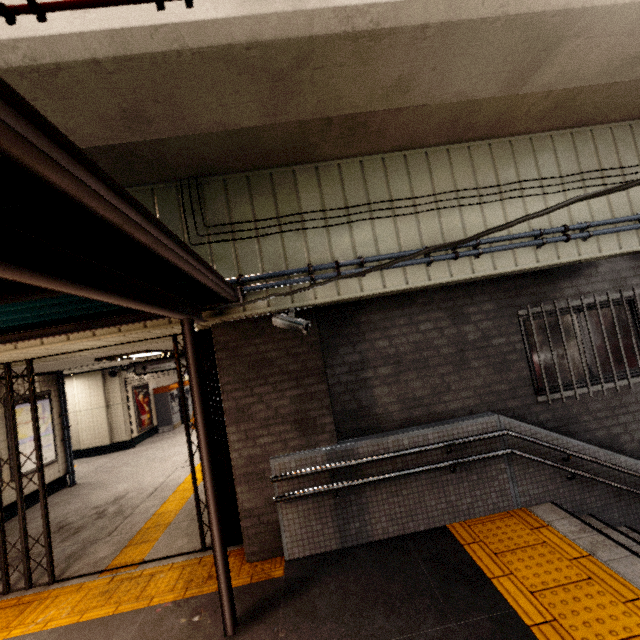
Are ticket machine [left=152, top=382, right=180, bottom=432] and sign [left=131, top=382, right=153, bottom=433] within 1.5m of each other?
yes

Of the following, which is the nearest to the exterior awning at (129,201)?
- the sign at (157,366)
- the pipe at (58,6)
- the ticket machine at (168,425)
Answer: the pipe at (58,6)

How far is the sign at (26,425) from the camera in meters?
7.2 m

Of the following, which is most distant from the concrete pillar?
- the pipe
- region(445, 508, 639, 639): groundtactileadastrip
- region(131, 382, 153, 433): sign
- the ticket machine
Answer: the ticket machine

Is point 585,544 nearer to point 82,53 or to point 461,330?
point 461,330

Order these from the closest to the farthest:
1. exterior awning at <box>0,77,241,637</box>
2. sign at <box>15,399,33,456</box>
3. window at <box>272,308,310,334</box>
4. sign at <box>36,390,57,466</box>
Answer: exterior awning at <box>0,77,241,637</box>, window at <box>272,308,310,334</box>, sign at <box>15,399,33,456</box>, sign at <box>36,390,57,466</box>

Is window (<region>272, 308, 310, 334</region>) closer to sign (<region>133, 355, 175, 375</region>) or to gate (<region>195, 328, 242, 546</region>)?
gate (<region>195, 328, 242, 546</region>)

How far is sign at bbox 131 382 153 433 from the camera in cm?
1199
